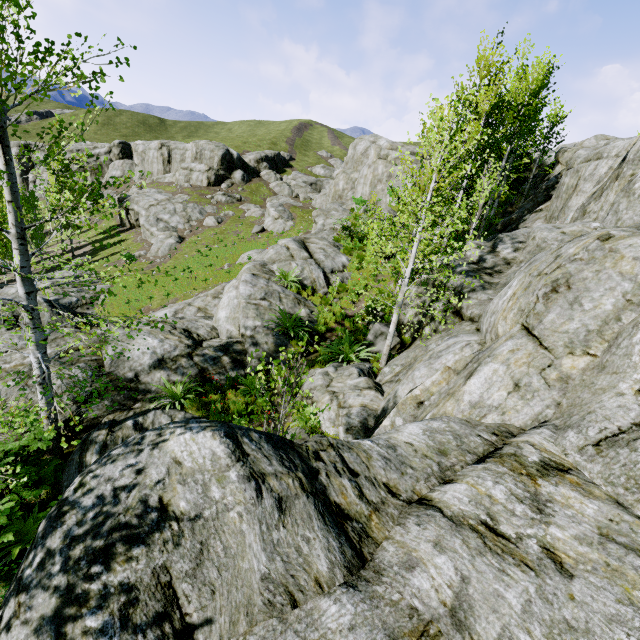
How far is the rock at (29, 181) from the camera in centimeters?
5878cm

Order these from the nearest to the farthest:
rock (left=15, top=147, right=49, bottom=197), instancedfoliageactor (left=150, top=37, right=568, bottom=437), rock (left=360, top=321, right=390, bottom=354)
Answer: instancedfoliageactor (left=150, top=37, right=568, bottom=437) → rock (left=360, top=321, right=390, bottom=354) → rock (left=15, top=147, right=49, bottom=197)

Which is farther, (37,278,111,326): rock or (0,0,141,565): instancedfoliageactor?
(37,278,111,326): rock

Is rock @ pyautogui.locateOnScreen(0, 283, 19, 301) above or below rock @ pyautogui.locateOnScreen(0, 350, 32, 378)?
below

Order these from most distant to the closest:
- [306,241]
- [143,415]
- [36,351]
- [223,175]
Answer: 1. [223,175]
2. [306,241]
3. [143,415]
4. [36,351]

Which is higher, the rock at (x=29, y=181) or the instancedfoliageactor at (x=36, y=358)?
the rock at (x=29, y=181)

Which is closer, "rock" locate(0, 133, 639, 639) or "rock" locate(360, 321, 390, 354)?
"rock" locate(0, 133, 639, 639)

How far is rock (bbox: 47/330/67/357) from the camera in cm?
996
